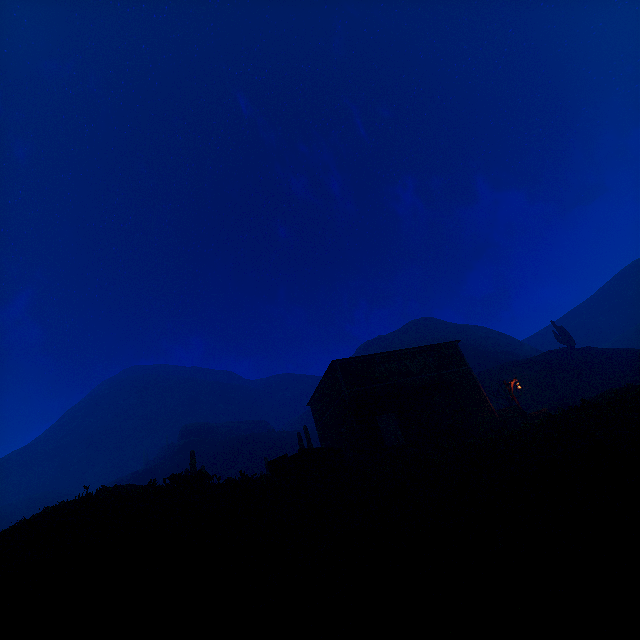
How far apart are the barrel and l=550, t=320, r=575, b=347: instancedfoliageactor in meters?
34.8 m

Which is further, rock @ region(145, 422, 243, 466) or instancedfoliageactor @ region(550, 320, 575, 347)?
rock @ region(145, 422, 243, 466)

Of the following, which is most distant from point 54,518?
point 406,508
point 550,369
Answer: point 550,369

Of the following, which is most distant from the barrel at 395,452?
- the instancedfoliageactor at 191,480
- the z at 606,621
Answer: the instancedfoliageactor at 191,480

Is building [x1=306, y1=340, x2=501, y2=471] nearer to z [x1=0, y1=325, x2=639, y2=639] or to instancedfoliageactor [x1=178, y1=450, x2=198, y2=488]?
z [x1=0, y1=325, x2=639, y2=639]

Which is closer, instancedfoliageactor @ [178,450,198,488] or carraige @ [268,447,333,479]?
instancedfoliageactor @ [178,450,198,488]

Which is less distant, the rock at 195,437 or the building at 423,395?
the building at 423,395

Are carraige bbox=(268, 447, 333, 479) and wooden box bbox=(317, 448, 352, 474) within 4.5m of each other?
yes
